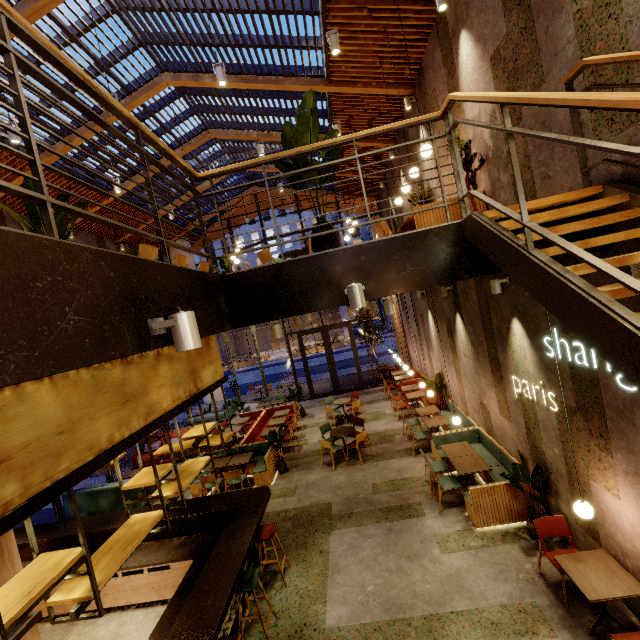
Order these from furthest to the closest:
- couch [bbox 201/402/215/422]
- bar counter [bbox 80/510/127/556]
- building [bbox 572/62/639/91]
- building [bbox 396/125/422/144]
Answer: couch [bbox 201/402/215/422], building [bbox 396/125/422/144], bar counter [bbox 80/510/127/556], building [bbox 572/62/639/91]

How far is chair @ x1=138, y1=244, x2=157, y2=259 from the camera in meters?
4.5 m

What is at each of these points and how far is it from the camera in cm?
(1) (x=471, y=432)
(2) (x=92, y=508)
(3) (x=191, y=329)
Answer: (1) seat, 812
(2) couch, 923
(3) lamp, 203

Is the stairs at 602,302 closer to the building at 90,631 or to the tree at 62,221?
the building at 90,631

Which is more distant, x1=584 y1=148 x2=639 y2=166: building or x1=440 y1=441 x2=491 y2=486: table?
x1=440 y1=441 x2=491 y2=486: table

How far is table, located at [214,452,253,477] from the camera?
9.2m

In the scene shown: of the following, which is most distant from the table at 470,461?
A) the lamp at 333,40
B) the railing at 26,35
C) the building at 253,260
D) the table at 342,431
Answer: the building at 253,260

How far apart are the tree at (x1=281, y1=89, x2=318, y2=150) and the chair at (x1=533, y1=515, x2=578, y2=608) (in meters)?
5.42
